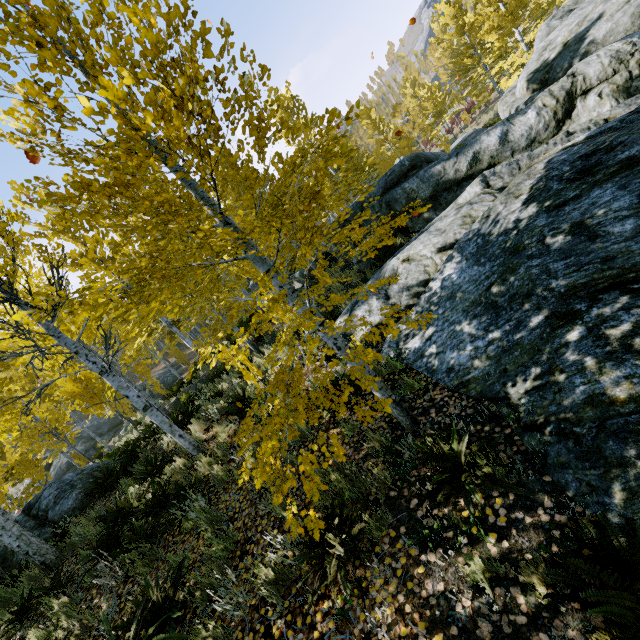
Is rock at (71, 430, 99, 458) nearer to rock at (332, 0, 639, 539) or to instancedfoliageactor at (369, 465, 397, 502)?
instancedfoliageactor at (369, 465, 397, 502)

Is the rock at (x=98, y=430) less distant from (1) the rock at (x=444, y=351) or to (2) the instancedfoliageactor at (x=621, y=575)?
(1) the rock at (x=444, y=351)

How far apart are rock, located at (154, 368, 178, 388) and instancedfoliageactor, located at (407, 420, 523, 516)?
28.79m

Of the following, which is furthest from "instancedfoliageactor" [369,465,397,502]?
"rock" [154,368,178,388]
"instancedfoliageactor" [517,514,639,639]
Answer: "rock" [154,368,178,388]

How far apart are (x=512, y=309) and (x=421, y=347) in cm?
138

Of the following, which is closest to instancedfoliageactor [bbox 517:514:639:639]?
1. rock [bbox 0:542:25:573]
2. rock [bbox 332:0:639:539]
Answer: rock [bbox 332:0:639:539]

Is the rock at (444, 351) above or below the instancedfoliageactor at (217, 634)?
below
